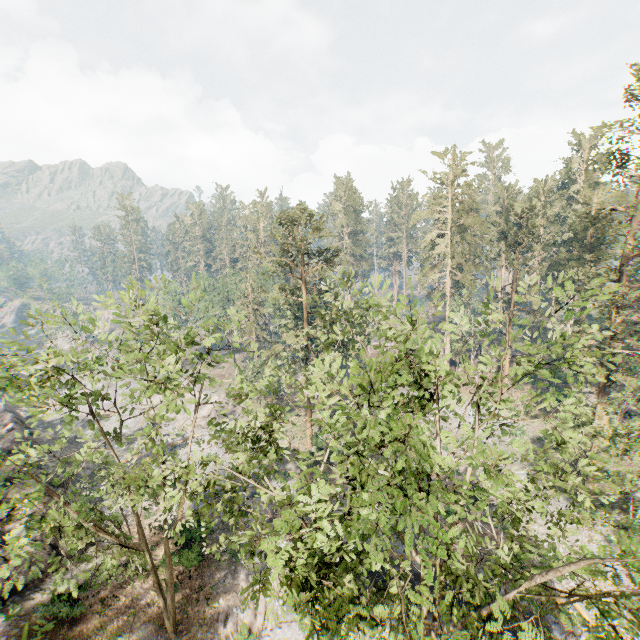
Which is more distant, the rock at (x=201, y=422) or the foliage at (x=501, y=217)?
the rock at (x=201, y=422)

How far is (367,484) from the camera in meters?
7.1 m

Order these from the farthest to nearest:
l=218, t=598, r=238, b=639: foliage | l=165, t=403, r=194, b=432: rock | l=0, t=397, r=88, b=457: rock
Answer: l=165, t=403, r=194, b=432: rock, l=0, t=397, r=88, b=457: rock, l=218, t=598, r=238, b=639: foliage

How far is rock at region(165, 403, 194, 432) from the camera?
42.47m

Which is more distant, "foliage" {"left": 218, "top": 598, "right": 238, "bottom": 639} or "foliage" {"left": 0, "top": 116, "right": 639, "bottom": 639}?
"foliage" {"left": 218, "top": 598, "right": 238, "bottom": 639}

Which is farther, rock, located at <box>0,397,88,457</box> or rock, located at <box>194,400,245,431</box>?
rock, located at <box>194,400,245,431</box>

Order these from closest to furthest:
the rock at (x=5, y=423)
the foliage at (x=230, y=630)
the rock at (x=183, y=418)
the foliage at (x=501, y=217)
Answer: the foliage at (x=501, y=217)
the foliage at (x=230, y=630)
the rock at (x=5, y=423)
the rock at (x=183, y=418)
